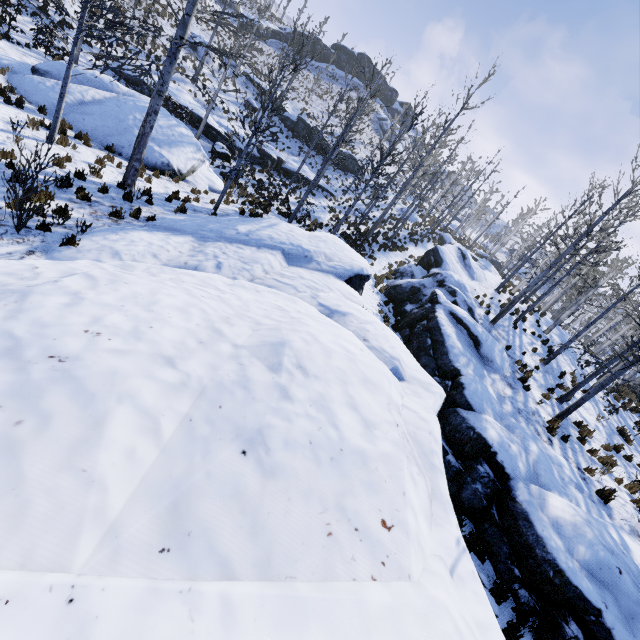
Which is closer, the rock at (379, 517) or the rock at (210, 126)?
the rock at (379, 517)

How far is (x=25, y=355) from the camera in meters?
2.5

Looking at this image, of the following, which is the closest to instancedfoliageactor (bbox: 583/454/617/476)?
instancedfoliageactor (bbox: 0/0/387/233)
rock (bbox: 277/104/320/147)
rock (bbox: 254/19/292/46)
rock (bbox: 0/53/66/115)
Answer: instancedfoliageactor (bbox: 0/0/387/233)

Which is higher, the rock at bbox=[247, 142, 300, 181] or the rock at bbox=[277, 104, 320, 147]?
the rock at bbox=[277, 104, 320, 147]

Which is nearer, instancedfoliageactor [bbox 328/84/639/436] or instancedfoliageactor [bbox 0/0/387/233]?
instancedfoliageactor [bbox 0/0/387/233]

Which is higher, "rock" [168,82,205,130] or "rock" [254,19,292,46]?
"rock" [254,19,292,46]

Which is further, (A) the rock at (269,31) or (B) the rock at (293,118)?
(A) the rock at (269,31)

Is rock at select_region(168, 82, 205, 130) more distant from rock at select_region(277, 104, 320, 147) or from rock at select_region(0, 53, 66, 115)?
rock at select_region(0, 53, 66, 115)
